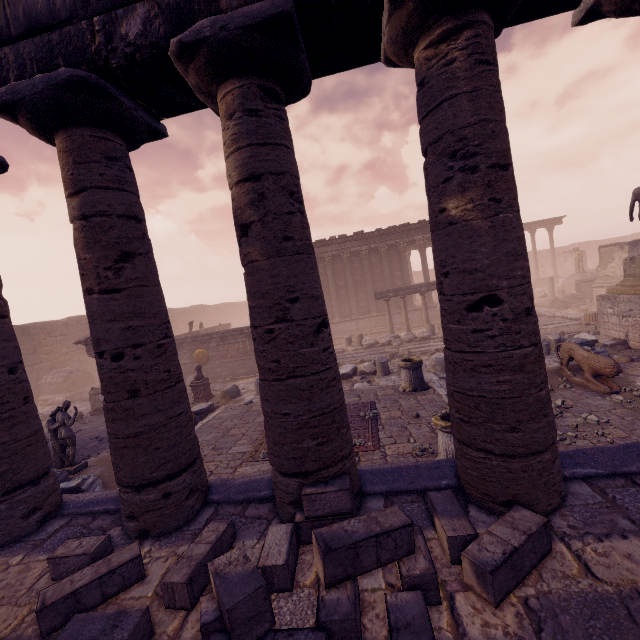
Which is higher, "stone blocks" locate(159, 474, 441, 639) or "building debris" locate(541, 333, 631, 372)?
"stone blocks" locate(159, 474, 441, 639)

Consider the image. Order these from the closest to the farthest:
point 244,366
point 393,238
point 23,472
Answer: point 23,472 → point 244,366 → point 393,238

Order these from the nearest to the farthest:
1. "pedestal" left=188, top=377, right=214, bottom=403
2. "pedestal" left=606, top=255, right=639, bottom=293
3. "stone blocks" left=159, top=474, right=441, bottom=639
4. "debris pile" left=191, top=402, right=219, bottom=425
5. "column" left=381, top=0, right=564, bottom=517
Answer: "stone blocks" left=159, top=474, right=441, bottom=639
"column" left=381, top=0, right=564, bottom=517
"debris pile" left=191, top=402, right=219, bottom=425
"pedestal" left=606, top=255, right=639, bottom=293
"pedestal" left=188, top=377, right=214, bottom=403

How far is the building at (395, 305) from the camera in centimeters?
2419cm

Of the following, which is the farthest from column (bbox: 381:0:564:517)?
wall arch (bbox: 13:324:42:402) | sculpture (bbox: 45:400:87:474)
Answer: wall arch (bbox: 13:324:42:402)

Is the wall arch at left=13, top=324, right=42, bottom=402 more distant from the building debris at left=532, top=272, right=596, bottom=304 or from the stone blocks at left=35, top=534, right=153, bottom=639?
the building debris at left=532, top=272, right=596, bottom=304

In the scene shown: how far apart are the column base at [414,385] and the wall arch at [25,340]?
21.5m

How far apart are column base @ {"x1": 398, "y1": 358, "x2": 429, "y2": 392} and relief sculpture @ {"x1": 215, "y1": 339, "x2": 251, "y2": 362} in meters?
9.8 m
